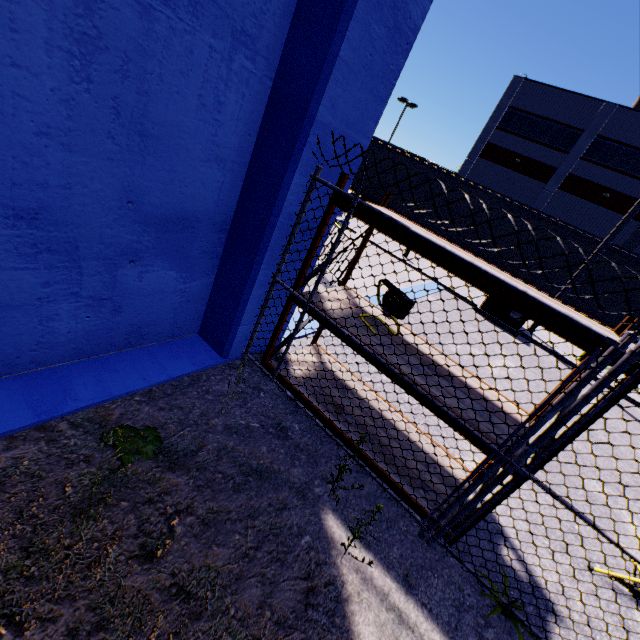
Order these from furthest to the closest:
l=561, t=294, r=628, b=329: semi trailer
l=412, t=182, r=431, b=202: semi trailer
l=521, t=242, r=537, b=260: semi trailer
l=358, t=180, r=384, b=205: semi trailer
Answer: l=358, t=180, r=384, b=205: semi trailer
l=412, t=182, r=431, b=202: semi trailer
l=521, t=242, r=537, b=260: semi trailer
l=561, t=294, r=628, b=329: semi trailer

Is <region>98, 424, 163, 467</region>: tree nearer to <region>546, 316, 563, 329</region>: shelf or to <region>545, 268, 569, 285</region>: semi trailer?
<region>546, 316, 563, 329</region>: shelf

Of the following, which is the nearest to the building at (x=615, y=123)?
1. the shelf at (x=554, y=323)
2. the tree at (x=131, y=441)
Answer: the shelf at (x=554, y=323)

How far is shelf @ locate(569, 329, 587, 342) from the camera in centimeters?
205cm

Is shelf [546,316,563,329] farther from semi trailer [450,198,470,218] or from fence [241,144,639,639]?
semi trailer [450,198,470,218]

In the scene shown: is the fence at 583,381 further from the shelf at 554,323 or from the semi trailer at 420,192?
the semi trailer at 420,192

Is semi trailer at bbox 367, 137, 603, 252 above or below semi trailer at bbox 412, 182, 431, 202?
above

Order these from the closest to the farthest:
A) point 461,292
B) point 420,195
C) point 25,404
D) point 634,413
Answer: point 25,404 < point 634,413 < point 461,292 < point 420,195
